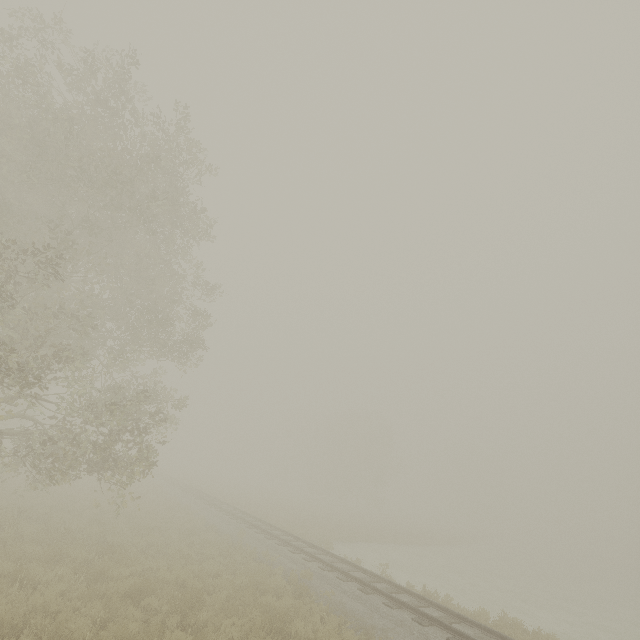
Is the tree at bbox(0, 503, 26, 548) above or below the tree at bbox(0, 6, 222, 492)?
below

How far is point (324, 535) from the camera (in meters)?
25.11

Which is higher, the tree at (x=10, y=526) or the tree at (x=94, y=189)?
the tree at (x=94, y=189)
